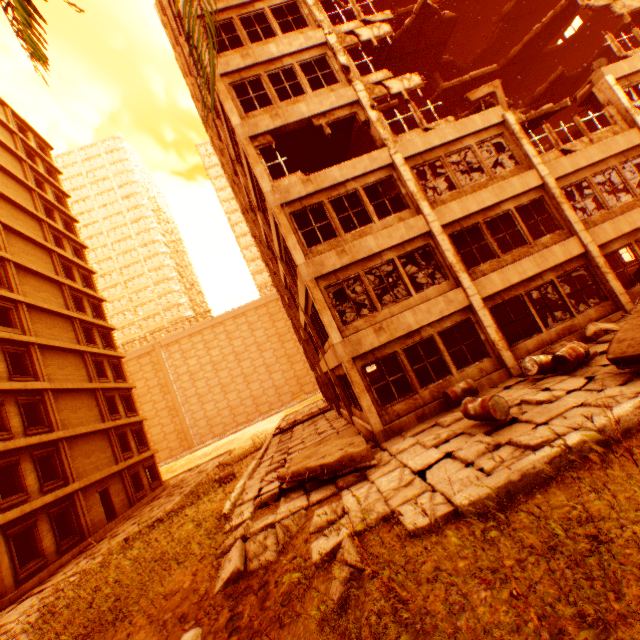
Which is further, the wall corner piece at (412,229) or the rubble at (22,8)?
the wall corner piece at (412,229)

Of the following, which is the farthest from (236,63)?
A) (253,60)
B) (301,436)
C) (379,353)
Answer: (301,436)

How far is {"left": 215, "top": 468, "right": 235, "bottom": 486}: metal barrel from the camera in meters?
14.4

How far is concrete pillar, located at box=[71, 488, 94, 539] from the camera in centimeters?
1797cm

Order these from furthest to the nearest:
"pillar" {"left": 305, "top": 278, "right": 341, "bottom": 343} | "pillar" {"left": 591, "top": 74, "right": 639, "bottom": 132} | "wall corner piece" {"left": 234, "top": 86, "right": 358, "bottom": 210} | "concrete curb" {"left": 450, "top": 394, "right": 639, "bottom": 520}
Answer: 1. "pillar" {"left": 591, "top": 74, "right": 639, "bottom": 132}
2. "wall corner piece" {"left": 234, "top": 86, "right": 358, "bottom": 210}
3. "pillar" {"left": 305, "top": 278, "right": 341, "bottom": 343}
4. "concrete curb" {"left": 450, "top": 394, "right": 639, "bottom": 520}

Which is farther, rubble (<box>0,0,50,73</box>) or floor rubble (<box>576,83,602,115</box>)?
floor rubble (<box>576,83,602,115</box>)

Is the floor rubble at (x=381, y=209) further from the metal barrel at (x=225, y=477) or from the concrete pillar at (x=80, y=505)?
the concrete pillar at (x=80, y=505)

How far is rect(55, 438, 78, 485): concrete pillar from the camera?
18.5 meters
